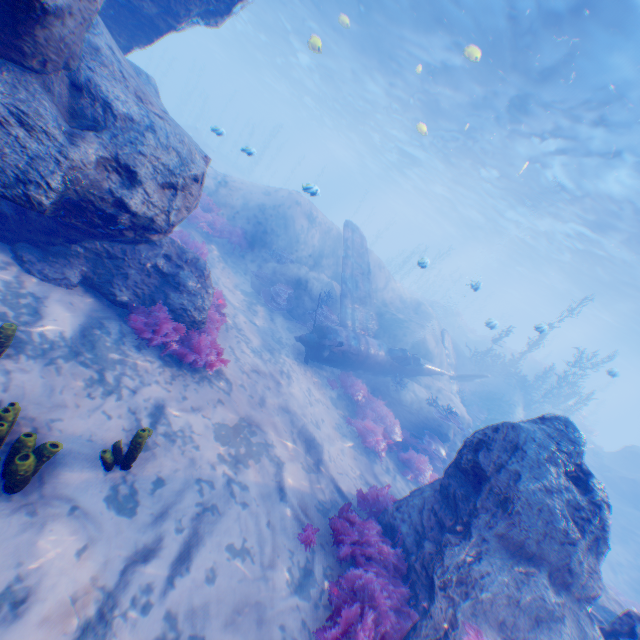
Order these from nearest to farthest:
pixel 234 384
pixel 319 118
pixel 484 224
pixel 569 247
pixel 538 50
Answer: pixel 234 384
pixel 538 50
pixel 569 247
pixel 484 224
pixel 319 118

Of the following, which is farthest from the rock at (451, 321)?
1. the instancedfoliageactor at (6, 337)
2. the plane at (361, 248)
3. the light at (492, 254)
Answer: the instancedfoliageactor at (6, 337)

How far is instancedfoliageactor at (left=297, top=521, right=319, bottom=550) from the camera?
4.72m

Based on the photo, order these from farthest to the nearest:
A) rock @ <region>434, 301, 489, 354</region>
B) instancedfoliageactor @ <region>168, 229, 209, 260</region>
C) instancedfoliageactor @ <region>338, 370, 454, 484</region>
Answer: rock @ <region>434, 301, 489, 354</region> < instancedfoliageactor @ <region>168, 229, 209, 260</region> < instancedfoliageactor @ <region>338, 370, 454, 484</region>

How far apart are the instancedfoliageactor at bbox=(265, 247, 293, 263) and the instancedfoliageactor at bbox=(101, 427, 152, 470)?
10.76m

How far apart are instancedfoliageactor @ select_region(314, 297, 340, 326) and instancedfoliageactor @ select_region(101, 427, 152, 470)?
8.51m

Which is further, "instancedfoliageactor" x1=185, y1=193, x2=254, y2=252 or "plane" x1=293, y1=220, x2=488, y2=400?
"instancedfoliageactor" x1=185, y1=193, x2=254, y2=252

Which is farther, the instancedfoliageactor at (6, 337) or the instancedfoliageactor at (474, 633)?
the instancedfoliageactor at (6, 337)
